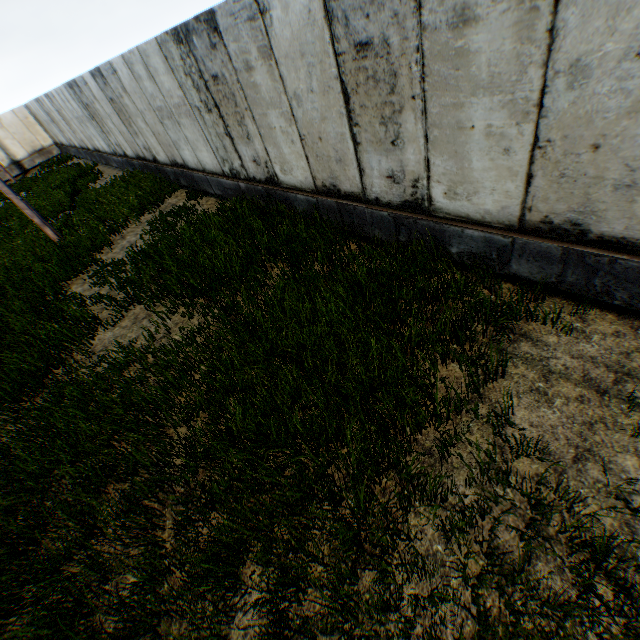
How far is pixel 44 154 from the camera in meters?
26.8
